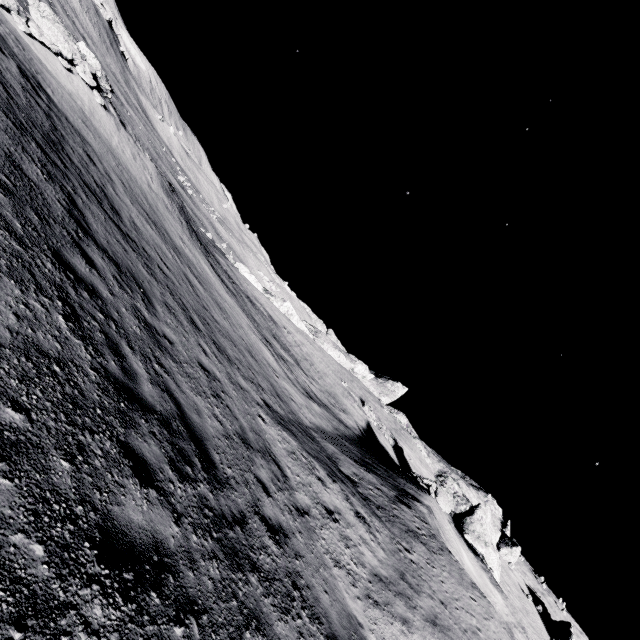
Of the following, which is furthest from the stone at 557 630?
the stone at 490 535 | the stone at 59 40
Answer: the stone at 59 40

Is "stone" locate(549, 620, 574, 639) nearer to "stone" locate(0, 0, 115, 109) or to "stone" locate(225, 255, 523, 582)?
"stone" locate(225, 255, 523, 582)

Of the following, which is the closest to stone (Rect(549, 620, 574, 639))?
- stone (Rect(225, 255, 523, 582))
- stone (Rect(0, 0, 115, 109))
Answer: stone (Rect(225, 255, 523, 582))

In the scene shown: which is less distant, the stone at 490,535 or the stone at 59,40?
the stone at 59,40

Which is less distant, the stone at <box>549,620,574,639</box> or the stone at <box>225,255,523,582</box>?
the stone at <box>225,255,523,582</box>

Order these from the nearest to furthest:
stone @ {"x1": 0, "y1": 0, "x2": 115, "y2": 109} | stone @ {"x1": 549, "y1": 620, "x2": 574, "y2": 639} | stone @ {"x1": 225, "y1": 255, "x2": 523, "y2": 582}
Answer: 1. stone @ {"x1": 0, "y1": 0, "x2": 115, "y2": 109}
2. stone @ {"x1": 225, "y1": 255, "x2": 523, "y2": 582}
3. stone @ {"x1": 549, "y1": 620, "x2": 574, "y2": 639}

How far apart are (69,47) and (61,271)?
18.9m
